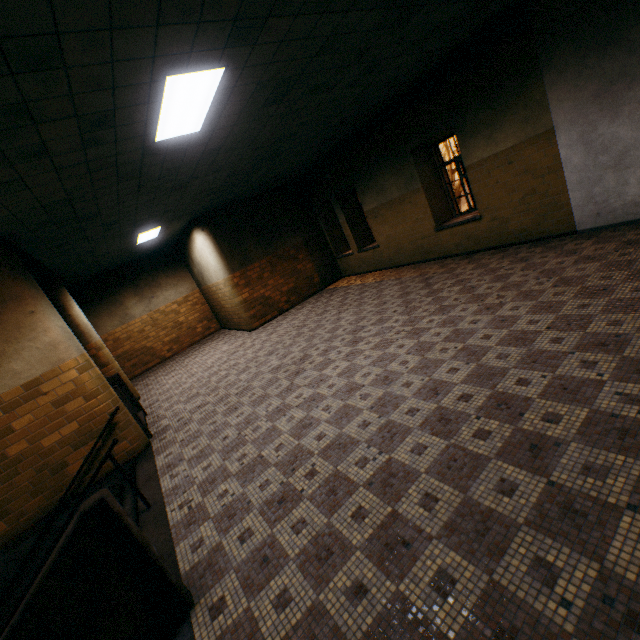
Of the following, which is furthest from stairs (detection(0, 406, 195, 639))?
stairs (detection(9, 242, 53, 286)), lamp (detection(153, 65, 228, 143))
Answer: lamp (detection(153, 65, 228, 143))

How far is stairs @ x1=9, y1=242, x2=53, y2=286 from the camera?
5.64m

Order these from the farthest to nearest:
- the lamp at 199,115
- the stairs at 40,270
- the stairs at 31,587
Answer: the stairs at 40,270, the lamp at 199,115, the stairs at 31,587

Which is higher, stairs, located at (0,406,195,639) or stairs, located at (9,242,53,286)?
stairs, located at (9,242,53,286)

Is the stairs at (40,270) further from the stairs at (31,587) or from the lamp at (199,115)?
the lamp at (199,115)

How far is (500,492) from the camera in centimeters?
230cm

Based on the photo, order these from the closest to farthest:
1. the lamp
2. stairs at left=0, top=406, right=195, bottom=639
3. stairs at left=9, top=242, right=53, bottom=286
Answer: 1. stairs at left=0, top=406, right=195, bottom=639
2. the lamp
3. stairs at left=9, top=242, right=53, bottom=286
